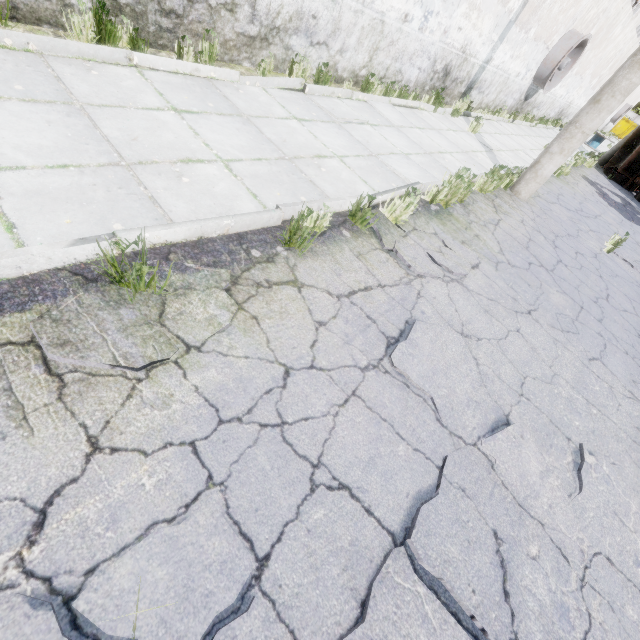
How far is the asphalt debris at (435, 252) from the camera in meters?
4.0

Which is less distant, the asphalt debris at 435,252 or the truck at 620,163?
the asphalt debris at 435,252

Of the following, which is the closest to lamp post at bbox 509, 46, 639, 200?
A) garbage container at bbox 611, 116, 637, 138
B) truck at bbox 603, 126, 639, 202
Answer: truck at bbox 603, 126, 639, 202

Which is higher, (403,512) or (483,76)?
(483,76)

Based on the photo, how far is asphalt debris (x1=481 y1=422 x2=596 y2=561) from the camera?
2.33m

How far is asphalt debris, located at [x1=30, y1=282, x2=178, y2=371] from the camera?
1.7 meters

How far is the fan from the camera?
12.9 meters

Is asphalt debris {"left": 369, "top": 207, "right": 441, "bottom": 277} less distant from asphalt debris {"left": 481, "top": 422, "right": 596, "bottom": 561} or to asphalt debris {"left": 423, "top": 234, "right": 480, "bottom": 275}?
asphalt debris {"left": 423, "top": 234, "right": 480, "bottom": 275}
